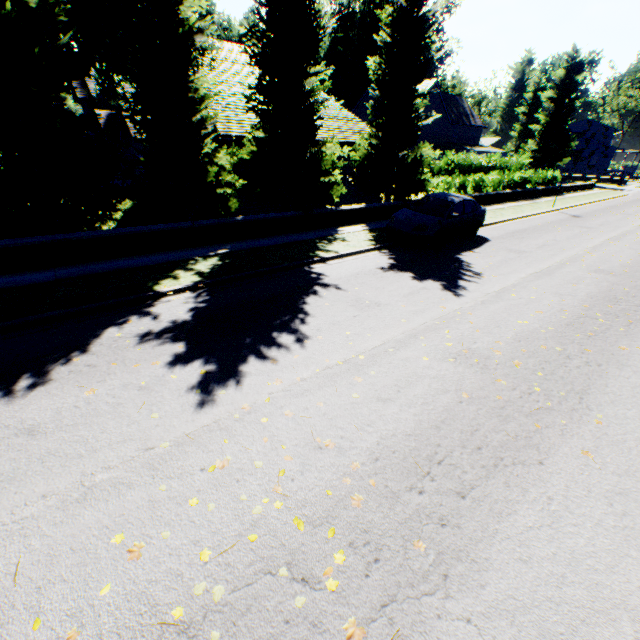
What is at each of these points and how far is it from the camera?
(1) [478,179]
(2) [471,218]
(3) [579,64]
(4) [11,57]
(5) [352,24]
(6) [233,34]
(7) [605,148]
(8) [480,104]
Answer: (1) hedge, 21.3 meters
(2) car, 12.8 meters
(3) plant, 41.8 meters
(4) tree, 7.4 meters
(5) plant, 53.0 meters
(6) plant, 57.9 meters
(7) house, 59.2 meters
(8) plant, 58.2 meters

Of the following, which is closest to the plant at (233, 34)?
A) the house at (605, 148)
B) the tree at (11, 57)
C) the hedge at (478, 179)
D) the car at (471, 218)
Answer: the house at (605, 148)

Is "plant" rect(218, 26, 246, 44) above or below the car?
above

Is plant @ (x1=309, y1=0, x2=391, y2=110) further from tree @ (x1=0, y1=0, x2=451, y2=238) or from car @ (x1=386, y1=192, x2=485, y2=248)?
car @ (x1=386, y1=192, x2=485, y2=248)

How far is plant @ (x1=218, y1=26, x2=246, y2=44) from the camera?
57.4 meters

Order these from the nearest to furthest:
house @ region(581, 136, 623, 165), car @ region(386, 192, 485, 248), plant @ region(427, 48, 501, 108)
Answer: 1. car @ region(386, 192, 485, 248)
2. plant @ region(427, 48, 501, 108)
3. house @ region(581, 136, 623, 165)

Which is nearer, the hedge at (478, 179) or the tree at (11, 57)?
the tree at (11, 57)
